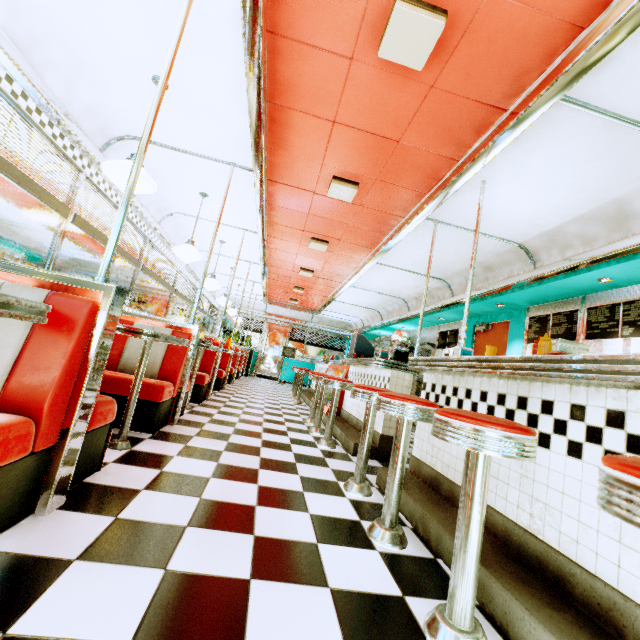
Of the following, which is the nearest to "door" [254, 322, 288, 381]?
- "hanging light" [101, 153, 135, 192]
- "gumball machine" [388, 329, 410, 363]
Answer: "gumball machine" [388, 329, 410, 363]

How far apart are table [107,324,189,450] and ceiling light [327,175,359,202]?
A: 2.7 meters

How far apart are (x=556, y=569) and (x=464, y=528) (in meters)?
0.62

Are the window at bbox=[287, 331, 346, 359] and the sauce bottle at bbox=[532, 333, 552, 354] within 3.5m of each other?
no

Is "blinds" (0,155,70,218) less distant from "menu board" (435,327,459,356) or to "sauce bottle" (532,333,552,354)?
"sauce bottle" (532,333,552,354)

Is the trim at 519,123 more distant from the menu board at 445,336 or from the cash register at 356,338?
the cash register at 356,338

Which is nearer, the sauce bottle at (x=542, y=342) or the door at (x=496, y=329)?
the sauce bottle at (x=542, y=342)

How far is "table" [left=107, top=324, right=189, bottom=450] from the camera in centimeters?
212cm
